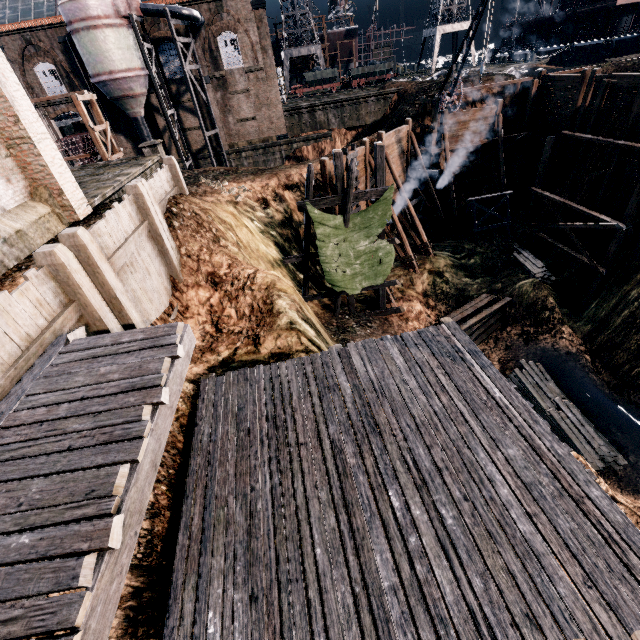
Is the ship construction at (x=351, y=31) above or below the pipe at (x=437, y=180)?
above

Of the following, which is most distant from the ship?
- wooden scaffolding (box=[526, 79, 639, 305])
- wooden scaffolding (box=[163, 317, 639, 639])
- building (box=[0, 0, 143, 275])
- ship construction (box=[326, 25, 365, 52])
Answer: wooden scaffolding (box=[163, 317, 639, 639])

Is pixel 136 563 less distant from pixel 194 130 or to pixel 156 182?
pixel 156 182

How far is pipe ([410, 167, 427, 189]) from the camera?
27.9m

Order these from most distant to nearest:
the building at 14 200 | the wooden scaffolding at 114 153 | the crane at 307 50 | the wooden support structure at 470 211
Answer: the crane at 307 50 → the wooden support structure at 470 211 → the wooden scaffolding at 114 153 → the building at 14 200

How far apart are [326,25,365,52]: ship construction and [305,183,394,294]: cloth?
60.53m

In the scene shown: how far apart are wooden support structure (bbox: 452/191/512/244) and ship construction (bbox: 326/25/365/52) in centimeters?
5229cm

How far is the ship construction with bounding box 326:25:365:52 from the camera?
57.1 meters
